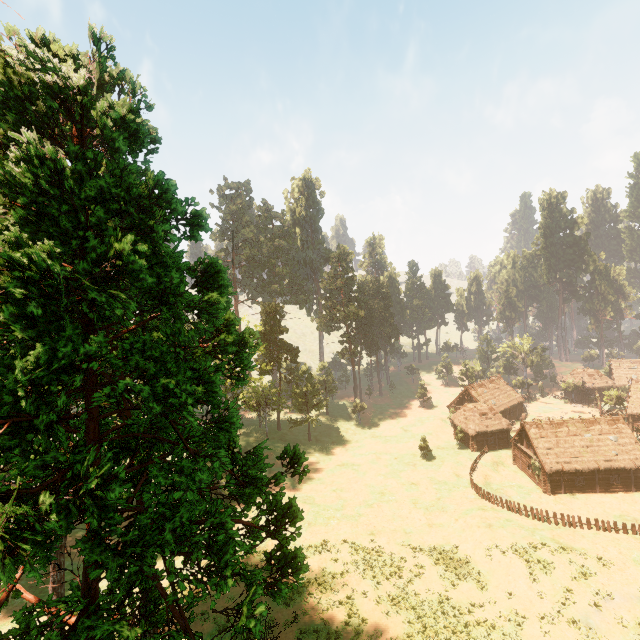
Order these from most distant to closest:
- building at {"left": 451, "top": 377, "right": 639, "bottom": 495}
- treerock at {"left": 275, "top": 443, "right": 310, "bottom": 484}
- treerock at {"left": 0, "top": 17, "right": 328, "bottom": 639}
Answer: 1. building at {"left": 451, "top": 377, "right": 639, "bottom": 495}
2. treerock at {"left": 275, "top": 443, "right": 310, "bottom": 484}
3. treerock at {"left": 0, "top": 17, "right": 328, "bottom": 639}

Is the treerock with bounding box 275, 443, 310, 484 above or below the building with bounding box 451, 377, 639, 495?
above

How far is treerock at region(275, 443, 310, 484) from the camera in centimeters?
1143cm

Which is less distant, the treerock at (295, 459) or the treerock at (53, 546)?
the treerock at (53, 546)

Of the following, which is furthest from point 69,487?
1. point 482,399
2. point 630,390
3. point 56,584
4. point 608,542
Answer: point 630,390

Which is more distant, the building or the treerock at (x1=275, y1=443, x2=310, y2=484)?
the building

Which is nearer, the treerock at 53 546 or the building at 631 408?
the treerock at 53 546
